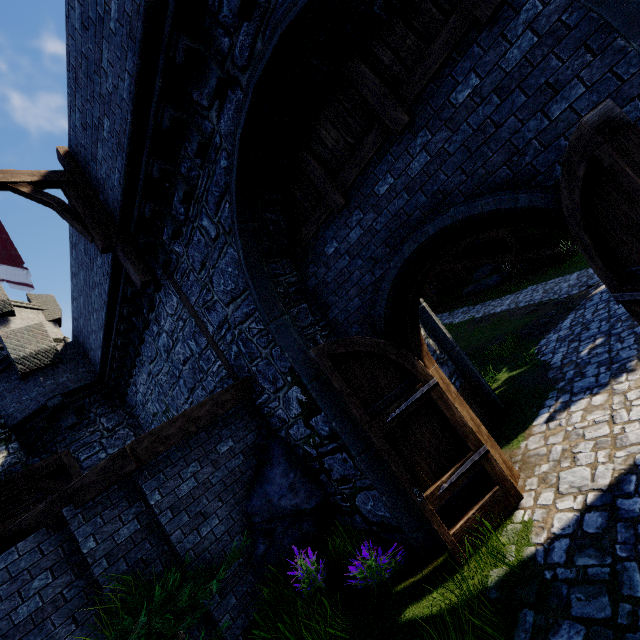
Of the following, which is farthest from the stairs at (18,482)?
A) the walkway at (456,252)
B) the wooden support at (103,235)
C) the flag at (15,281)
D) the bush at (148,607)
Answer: the walkway at (456,252)

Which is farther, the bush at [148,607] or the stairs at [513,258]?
the stairs at [513,258]

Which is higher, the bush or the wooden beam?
the wooden beam

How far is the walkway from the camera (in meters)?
20.70

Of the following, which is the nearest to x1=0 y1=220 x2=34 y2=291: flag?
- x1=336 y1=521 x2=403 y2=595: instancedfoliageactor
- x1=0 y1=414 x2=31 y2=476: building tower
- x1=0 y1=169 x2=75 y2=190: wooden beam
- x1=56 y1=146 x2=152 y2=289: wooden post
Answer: x1=0 y1=169 x2=75 y2=190: wooden beam

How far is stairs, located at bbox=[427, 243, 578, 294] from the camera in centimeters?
1828cm

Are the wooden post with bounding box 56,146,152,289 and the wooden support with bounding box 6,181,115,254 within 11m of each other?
yes

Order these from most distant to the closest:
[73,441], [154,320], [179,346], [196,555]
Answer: [73,441] → [154,320] → [179,346] → [196,555]
